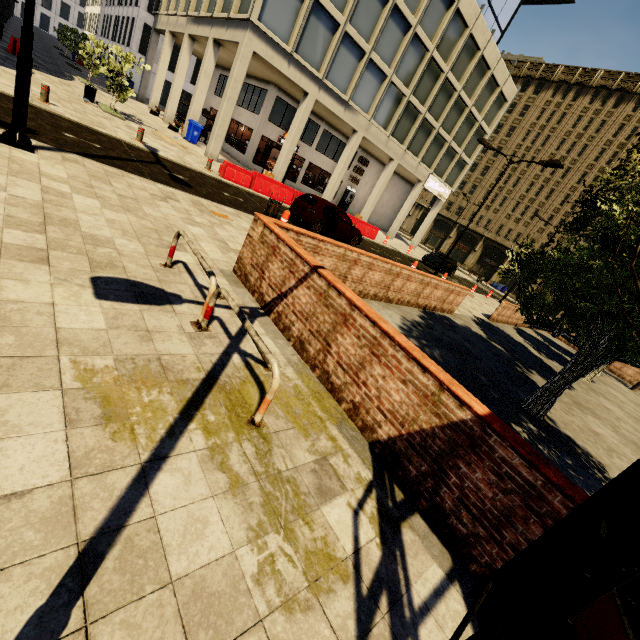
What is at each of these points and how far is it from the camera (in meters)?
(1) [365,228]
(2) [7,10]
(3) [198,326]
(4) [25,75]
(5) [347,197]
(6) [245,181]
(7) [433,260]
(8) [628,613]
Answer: (1) cement barricade, 23.12
(2) building, 39.22
(3) barrier, 4.21
(4) street light, 6.06
(5) atm, 31.47
(6) cement barricade, 16.14
(7) car, 26.70
(8) phone booth, 2.09

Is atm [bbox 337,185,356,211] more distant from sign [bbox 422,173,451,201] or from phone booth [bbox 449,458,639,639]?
phone booth [bbox 449,458,639,639]

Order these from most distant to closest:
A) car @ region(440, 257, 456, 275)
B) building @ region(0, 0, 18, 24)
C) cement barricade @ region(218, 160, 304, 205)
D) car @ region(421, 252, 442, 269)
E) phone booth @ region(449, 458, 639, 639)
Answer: car @ region(440, 257, 456, 275)
car @ region(421, 252, 442, 269)
building @ region(0, 0, 18, 24)
cement barricade @ region(218, 160, 304, 205)
phone booth @ region(449, 458, 639, 639)

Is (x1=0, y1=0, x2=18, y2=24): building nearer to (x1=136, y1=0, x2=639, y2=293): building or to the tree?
the tree

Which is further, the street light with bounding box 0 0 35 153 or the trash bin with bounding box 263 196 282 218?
the trash bin with bounding box 263 196 282 218

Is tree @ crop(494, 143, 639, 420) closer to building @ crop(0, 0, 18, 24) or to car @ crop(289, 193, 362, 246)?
building @ crop(0, 0, 18, 24)

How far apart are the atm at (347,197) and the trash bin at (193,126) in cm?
1454

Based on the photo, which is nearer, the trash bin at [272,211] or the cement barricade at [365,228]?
the trash bin at [272,211]
